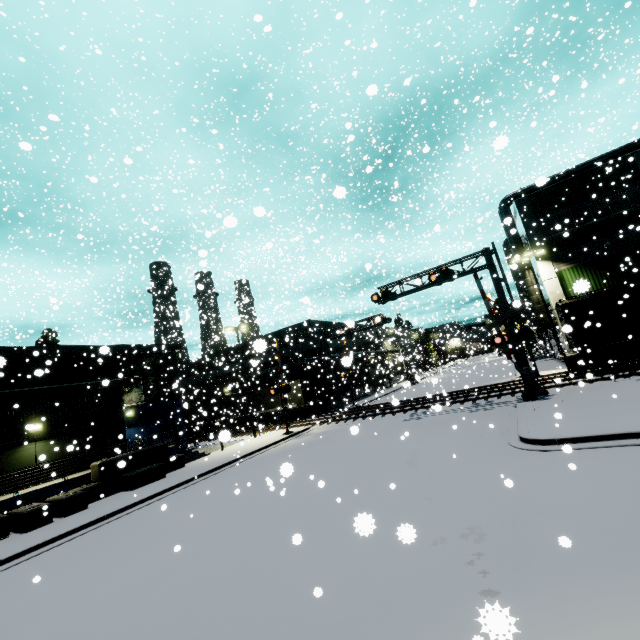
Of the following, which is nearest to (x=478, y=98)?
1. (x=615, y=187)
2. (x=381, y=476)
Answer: (x=381, y=476)

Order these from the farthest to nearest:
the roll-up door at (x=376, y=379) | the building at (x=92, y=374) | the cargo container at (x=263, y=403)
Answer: the roll-up door at (x=376, y=379) < the cargo container at (x=263, y=403) < the building at (x=92, y=374)

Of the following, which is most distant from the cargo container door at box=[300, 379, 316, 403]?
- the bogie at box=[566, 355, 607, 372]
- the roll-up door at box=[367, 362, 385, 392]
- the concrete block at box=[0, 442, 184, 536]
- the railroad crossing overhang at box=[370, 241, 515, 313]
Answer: the roll-up door at box=[367, 362, 385, 392]

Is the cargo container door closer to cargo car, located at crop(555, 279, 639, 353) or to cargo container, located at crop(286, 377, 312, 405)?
cargo container, located at crop(286, 377, 312, 405)

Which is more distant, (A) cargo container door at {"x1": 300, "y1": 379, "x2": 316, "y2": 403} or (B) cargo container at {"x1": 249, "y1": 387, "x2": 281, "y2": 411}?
(B) cargo container at {"x1": 249, "y1": 387, "x2": 281, "y2": 411}

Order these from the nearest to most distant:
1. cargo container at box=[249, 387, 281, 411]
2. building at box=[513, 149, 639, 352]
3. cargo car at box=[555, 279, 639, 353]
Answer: cargo car at box=[555, 279, 639, 353] → building at box=[513, 149, 639, 352] → cargo container at box=[249, 387, 281, 411]

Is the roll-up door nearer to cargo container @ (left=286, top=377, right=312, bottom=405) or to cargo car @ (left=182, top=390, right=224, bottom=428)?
cargo container @ (left=286, top=377, right=312, bottom=405)

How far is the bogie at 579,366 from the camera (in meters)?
20.81
